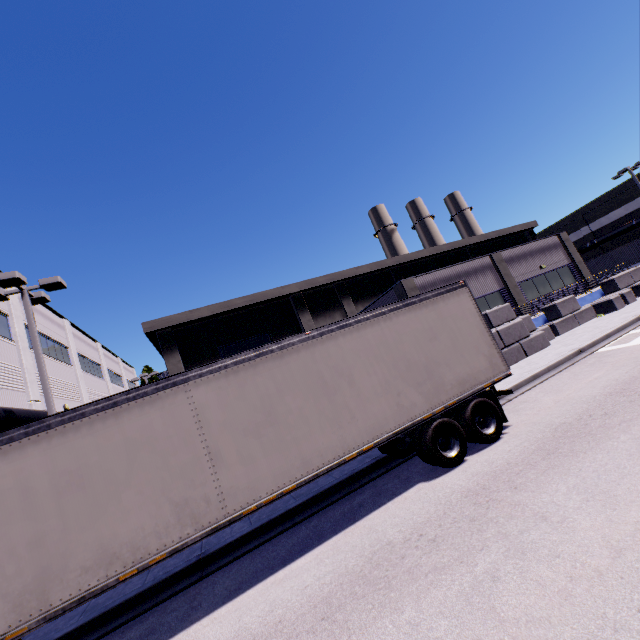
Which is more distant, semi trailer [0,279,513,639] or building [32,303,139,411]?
building [32,303,139,411]

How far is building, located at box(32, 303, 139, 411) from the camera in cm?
2128

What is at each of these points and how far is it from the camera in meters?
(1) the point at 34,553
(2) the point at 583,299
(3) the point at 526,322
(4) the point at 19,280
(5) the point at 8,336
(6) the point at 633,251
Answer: (1) semi trailer, 4.8 m
(2) building, 21.5 m
(3) concrete block, 17.9 m
(4) light, 11.0 m
(5) building, 17.3 m
(6) cargo container, 34.9 m

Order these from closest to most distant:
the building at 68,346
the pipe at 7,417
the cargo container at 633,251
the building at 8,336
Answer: the pipe at 7,417, the building at 8,336, the building at 68,346, the cargo container at 633,251

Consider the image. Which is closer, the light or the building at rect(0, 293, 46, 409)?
the light

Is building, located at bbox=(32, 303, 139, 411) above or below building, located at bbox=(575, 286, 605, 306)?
above

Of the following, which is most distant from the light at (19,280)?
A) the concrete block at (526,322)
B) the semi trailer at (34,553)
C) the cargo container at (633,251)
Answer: the cargo container at (633,251)

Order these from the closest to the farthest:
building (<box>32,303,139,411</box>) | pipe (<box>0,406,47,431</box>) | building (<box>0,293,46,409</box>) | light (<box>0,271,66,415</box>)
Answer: light (<box>0,271,66,415</box>), pipe (<box>0,406,47,431</box>), building (<box>0,293,46,409</box>), building (<box>32,303,139,411</box>)
